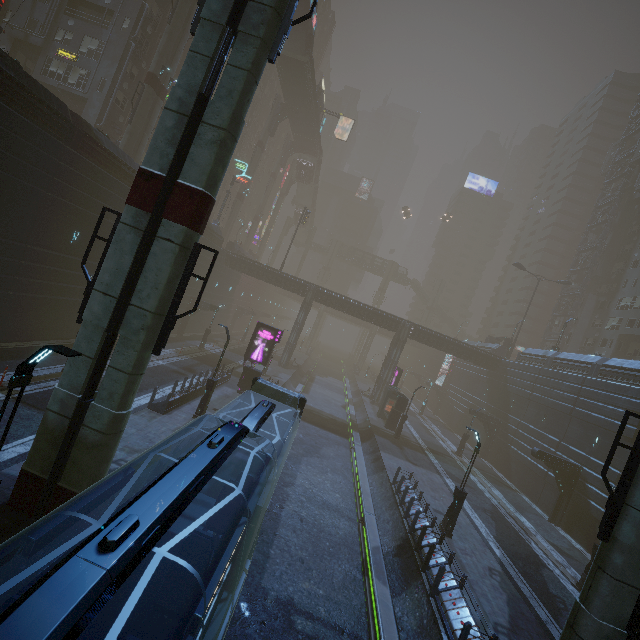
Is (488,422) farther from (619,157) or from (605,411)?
(619,157)

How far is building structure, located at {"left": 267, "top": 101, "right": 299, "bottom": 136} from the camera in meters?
51.3 m

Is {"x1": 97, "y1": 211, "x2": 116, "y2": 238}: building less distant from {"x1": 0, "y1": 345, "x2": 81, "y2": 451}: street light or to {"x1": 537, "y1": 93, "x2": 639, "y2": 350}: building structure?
{"x1": 537, "y1": 93, "x2": 639, "y2": 350}: building structure

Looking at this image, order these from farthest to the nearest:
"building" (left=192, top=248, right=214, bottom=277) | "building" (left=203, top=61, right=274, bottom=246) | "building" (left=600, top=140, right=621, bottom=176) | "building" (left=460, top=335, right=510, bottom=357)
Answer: "building" (left=600, top=140, right=621, bottom=176) → "building" (left=460, top=335, right=510, bottom=357) → "building" (left=203, top=61, right=274, bottom=246) → "building" (left=192, top=248, right=214, bottom=277)

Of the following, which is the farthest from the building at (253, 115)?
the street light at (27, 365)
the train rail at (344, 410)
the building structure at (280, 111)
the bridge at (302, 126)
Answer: the bridge at (302, 126)

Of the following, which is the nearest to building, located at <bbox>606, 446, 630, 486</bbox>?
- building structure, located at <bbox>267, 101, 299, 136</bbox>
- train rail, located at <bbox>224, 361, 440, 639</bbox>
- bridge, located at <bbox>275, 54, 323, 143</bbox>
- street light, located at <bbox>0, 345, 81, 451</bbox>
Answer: train rail, located at <bbox>224, 361, 440, 639</bbox>

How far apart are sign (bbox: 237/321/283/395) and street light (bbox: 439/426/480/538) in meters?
14.8 m

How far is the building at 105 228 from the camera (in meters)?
22.24
